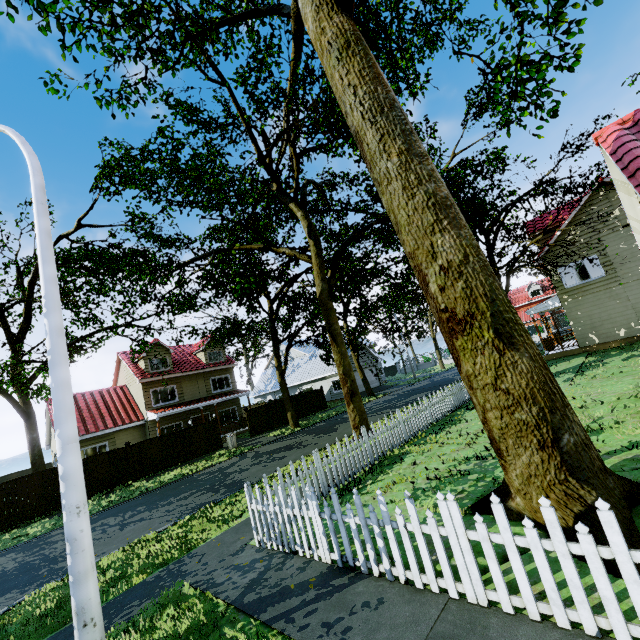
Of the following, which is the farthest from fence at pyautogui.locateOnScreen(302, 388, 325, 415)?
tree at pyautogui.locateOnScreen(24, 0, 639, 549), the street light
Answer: the street light

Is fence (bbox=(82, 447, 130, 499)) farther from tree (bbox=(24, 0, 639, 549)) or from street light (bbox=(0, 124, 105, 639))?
street light (bbox=(0, 124, 105, 639))

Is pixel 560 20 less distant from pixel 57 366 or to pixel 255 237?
pixel 255 237

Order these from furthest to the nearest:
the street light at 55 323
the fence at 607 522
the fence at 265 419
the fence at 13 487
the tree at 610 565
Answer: the fence at 265 419
the fence at 13 487
the street light at 55 323
the tree at 610 565
the fence at 607 522

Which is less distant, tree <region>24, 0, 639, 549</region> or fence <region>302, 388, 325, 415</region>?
tree <region>24, 0, 639, 549</region>

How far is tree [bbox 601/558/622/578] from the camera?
3.2 meters

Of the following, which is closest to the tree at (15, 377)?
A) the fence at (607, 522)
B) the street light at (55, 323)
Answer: the fence at (607, 522)
